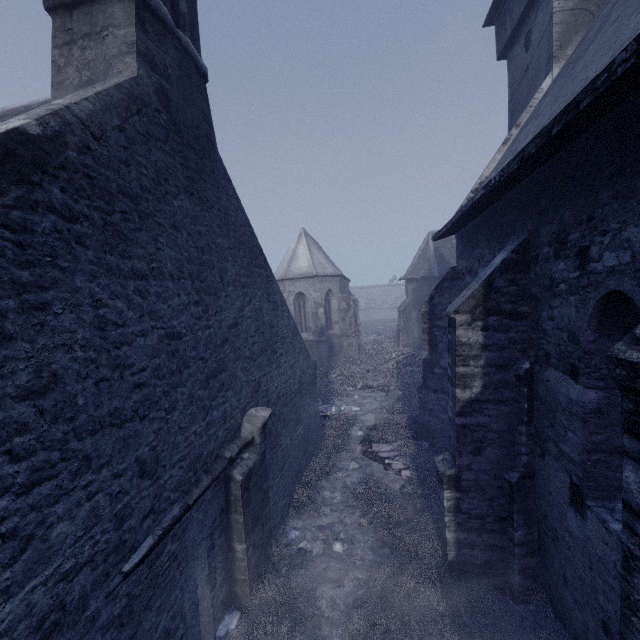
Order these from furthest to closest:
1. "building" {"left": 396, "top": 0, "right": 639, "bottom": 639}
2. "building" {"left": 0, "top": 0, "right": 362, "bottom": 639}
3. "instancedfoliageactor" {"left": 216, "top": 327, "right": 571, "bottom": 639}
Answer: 1. "instancedfoliageactor" {"left": 216, "top": 327, "right": 571, "bottom": 639}
2. "building" {"left": 396, "top": 0, "right": 639, "bottom": 639}
3. "building" {"left": 0, "top": 0, "right": 362, "bottom": 639}

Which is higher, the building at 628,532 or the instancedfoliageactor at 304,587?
the building at 628,532

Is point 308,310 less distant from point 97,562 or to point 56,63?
point 56,63

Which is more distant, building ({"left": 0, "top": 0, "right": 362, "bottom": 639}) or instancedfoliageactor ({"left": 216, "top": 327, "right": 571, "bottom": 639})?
instancedfoliageactor ({"left": 216, "top": 327, "right": 571, "bottom": 639})

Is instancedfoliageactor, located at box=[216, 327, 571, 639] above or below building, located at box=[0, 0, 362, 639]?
below

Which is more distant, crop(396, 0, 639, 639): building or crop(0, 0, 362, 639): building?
crop(396, 0, 639, 639): building

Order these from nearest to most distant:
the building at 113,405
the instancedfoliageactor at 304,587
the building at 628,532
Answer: the building at 113,405, the building at 628,532, the instancedfoliageactor at 304,587
